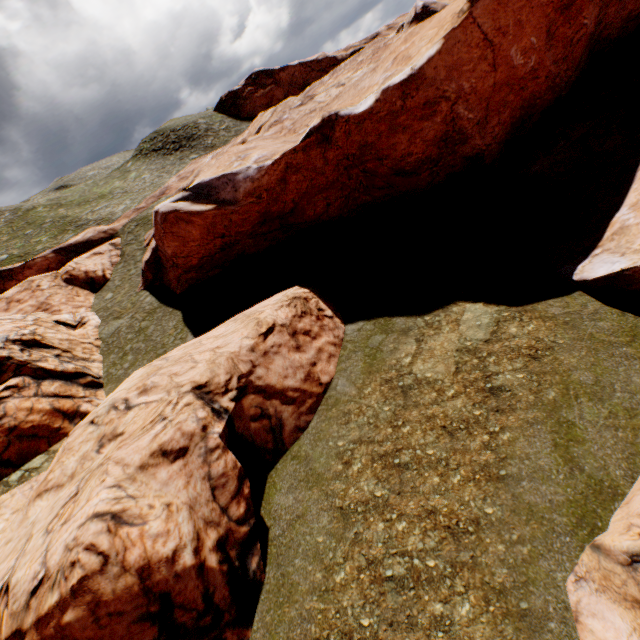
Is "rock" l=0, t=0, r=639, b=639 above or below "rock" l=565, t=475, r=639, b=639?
above

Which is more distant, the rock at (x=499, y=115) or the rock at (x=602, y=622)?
the rock at (x=499, y=115)

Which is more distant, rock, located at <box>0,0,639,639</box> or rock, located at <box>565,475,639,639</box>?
rock, located at <box>0,0,639,639</box>

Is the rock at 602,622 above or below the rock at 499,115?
below

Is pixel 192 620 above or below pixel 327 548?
above
